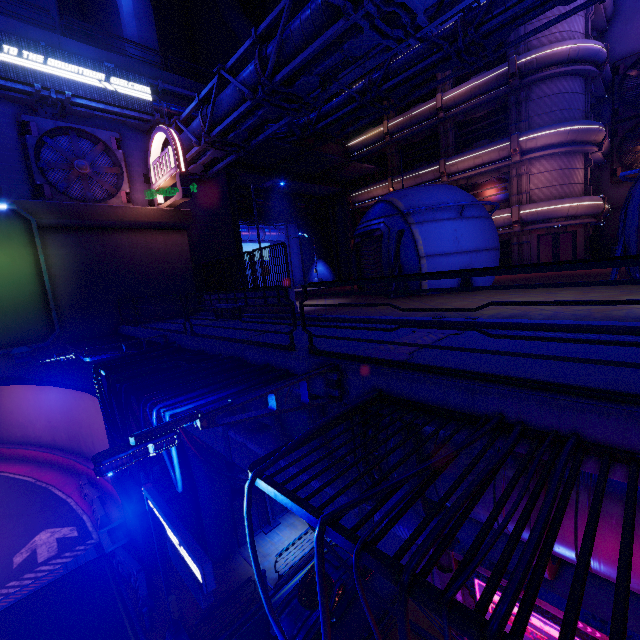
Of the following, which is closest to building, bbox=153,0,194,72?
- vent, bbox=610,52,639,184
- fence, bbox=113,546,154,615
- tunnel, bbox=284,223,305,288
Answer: tunnel, bbox=284,223,305,288

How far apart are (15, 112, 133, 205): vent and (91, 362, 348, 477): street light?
17.77m

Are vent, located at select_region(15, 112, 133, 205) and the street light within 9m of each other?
no

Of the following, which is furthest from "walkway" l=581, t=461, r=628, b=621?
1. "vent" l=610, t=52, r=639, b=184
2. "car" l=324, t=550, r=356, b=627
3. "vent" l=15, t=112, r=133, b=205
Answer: "vent" l=610, t=52, r=639, b=184

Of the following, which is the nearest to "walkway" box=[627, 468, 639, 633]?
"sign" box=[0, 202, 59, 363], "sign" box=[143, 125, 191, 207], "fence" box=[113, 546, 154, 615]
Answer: "sign" box=[0, 202, 59, 363]

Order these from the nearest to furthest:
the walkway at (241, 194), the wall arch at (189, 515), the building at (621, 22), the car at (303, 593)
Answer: the car at (303, 593), the wall arch at (189, 515), the building at (621, 22), the walkway at (241, 194)

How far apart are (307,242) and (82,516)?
31.4 meters

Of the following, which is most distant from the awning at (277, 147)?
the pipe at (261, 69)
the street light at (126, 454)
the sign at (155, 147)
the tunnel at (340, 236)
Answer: the street light at (126, 454)
